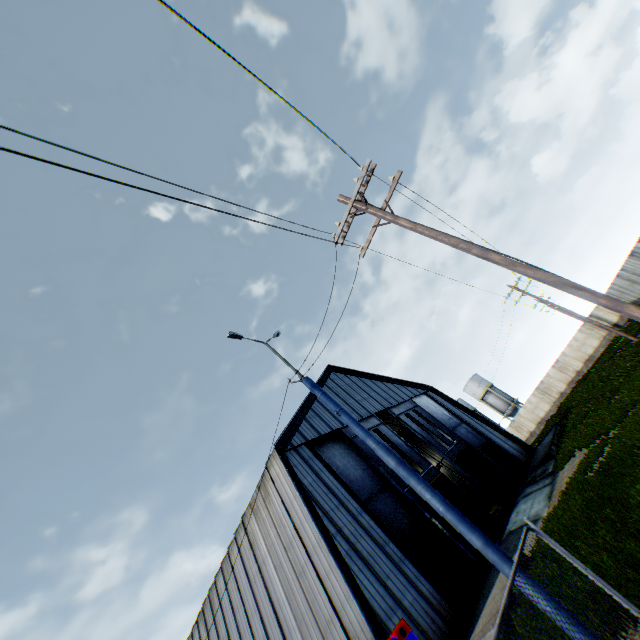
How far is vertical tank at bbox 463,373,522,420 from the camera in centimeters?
5489cm

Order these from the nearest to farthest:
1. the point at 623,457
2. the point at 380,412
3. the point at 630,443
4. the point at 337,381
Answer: the point at 623,457, the point at 630,443, the point at 380,412, the point at 337,381

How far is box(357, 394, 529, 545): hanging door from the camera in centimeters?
1984cm

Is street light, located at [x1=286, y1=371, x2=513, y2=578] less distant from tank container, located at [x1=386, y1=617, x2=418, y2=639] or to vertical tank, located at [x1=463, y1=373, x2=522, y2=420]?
tank container, located at [x1=386, y1=617, x2=418, y2=639]

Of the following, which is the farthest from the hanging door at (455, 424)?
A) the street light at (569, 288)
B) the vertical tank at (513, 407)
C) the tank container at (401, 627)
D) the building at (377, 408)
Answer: the vertical tank at (513, 407)

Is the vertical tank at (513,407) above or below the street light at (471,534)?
above

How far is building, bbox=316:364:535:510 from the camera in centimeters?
2667cm
